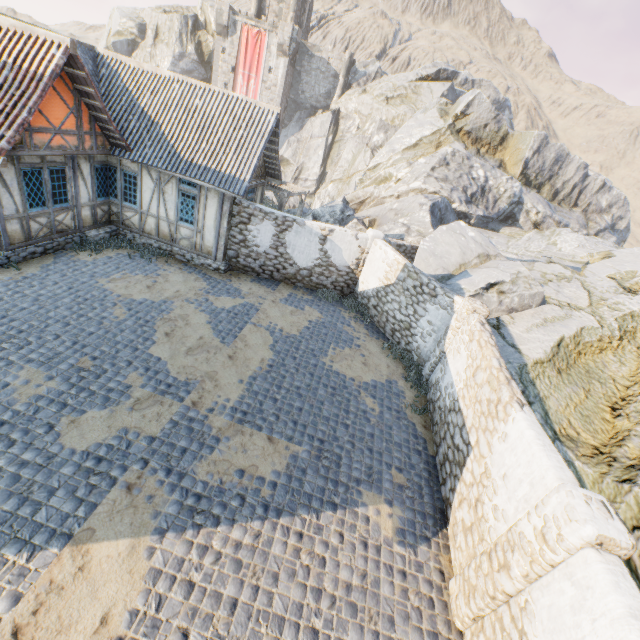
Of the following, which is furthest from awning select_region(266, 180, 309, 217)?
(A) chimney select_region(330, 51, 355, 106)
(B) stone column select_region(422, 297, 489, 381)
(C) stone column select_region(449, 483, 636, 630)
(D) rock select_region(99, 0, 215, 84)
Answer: (A) chimney select_region(330, 51, 355, 106)

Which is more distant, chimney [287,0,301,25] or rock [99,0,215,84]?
rock [99,0,215,84]

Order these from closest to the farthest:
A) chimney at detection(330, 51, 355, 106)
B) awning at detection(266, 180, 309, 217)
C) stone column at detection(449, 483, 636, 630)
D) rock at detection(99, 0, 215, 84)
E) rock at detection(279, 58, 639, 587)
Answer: stone column at detection(449, 483, 636, 630) < rock at detection(279, 58, 639, 587) < awning at detection(266, 180, 309, 217) < chimney at detection(330, 51, 355, 106) < rock at detection(99, 0, 215, 84)

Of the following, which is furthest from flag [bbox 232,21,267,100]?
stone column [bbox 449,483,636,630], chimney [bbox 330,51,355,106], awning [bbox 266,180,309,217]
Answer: stone column [bbox 449,483,636,630]

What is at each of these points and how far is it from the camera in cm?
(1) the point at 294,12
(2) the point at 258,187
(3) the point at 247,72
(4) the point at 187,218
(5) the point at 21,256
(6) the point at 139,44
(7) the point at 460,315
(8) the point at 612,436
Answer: (1) chimney, 3878
(2) building, 1474
(3) flag, 3831
(4) building, 1295
(5) stone foundation, 1033
(6) rock, 4231
(7) stone column, 968
(8) rock, 764

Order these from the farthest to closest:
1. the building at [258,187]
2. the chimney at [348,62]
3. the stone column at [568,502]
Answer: the chimney at [348,62], the building at [258,187], the stone column at [568,502]

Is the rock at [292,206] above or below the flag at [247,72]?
below

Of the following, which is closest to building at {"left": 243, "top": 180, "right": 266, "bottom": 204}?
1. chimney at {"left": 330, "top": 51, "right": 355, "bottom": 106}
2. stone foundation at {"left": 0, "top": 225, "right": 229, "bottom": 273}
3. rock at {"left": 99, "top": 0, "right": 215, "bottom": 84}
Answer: stone foundation at {"left": 0, "top": 225, "right": 229, "bottom": 273}
